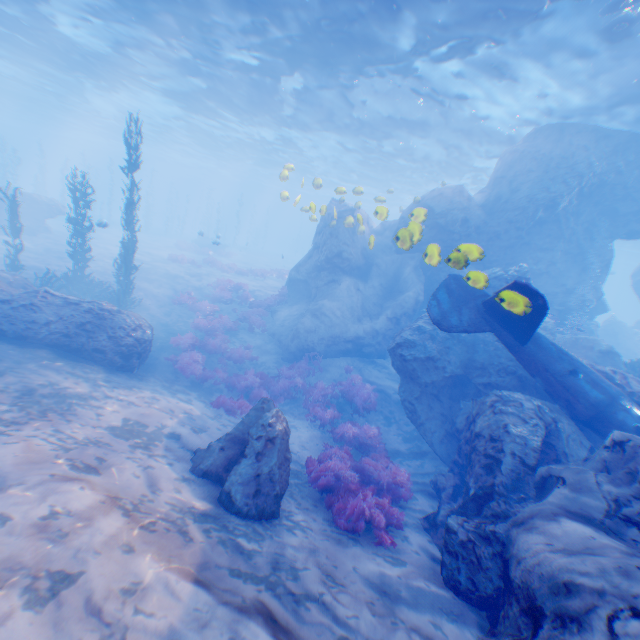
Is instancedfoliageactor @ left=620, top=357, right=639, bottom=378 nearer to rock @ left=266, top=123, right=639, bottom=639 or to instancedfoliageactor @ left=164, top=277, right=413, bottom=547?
rock @ left=266, top=123, right=639, bottom=639

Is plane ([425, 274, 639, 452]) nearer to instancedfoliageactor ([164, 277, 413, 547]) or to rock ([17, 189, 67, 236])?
rock ([17, 189, 67, 236])

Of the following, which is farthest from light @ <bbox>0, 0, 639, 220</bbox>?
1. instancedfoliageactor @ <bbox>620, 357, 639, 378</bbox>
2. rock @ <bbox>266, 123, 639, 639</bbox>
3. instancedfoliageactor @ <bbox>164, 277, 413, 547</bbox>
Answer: instancedfoliageactor @ <bbox>620, 357, 639, 378</bbox>

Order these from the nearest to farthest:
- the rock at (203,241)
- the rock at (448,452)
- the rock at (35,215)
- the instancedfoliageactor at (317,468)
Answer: the rock at (448,452) < the instancedfoliageactor at (317,468) < the rock at (35,215) < the rock at (203,241)

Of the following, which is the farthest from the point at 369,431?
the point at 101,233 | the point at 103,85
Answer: the point at 101,233

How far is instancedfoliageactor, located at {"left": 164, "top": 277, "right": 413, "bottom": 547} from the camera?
7.2 meters

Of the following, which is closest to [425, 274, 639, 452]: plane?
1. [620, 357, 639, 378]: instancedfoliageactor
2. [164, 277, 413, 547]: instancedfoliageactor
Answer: [164, 277, 413, 547]: instancedfoliageactor

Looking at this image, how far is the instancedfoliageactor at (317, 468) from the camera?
7.2 meters
